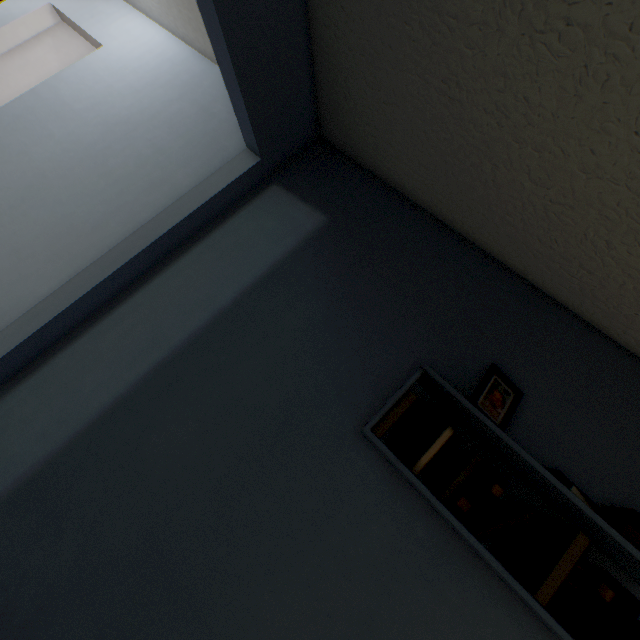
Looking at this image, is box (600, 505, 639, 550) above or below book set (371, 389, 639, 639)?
above

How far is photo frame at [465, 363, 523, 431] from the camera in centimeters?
111cm

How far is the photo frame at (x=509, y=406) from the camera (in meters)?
1.11

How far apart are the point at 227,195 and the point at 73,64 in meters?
1.8

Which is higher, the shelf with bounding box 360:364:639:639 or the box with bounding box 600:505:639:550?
the box with bounding box 600:505:639:550

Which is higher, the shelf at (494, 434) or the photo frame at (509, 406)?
the photo frame at (509, 406)

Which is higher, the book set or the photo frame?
the photo frame

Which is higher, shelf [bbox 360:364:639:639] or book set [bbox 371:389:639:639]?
shelf [bbox 360:364:639:639]
